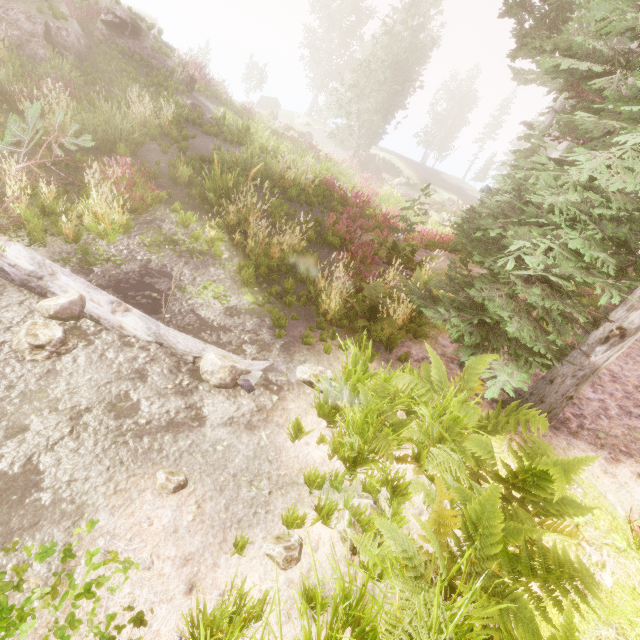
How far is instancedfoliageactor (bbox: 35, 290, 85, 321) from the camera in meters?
4.4 m

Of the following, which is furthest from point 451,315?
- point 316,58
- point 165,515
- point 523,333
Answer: point 316,58

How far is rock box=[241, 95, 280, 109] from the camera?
45.50m

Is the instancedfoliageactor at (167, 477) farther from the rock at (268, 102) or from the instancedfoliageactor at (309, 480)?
the rock at (268, 102)

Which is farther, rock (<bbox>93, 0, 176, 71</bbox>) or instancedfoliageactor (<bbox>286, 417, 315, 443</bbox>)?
rock (<bbox>93, 0, 176, 71</bbox>)

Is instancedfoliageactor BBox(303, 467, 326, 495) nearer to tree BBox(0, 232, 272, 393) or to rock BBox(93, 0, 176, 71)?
rock BBox(93, 0, 176, 71)

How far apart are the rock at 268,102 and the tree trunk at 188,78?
32.24m

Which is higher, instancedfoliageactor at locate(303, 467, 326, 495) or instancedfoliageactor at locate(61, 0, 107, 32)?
instancedfoliageactor at locate(61, 0, 107, 32)
